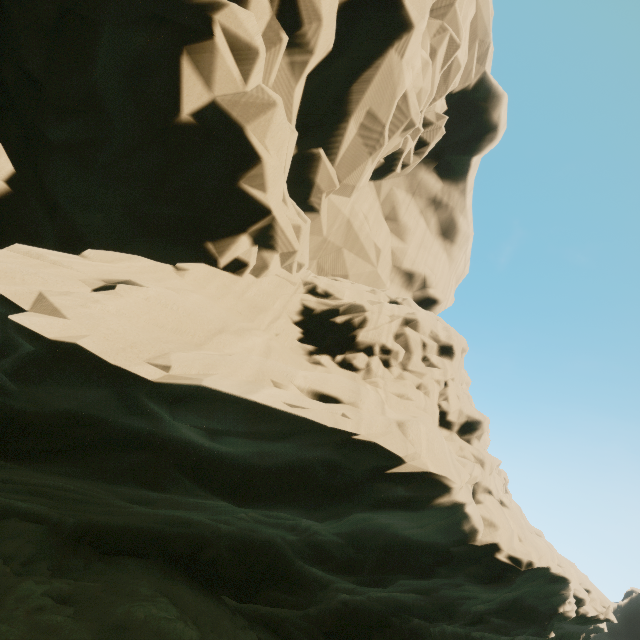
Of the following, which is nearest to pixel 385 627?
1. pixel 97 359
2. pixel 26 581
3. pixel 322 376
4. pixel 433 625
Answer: pixel 433 625
